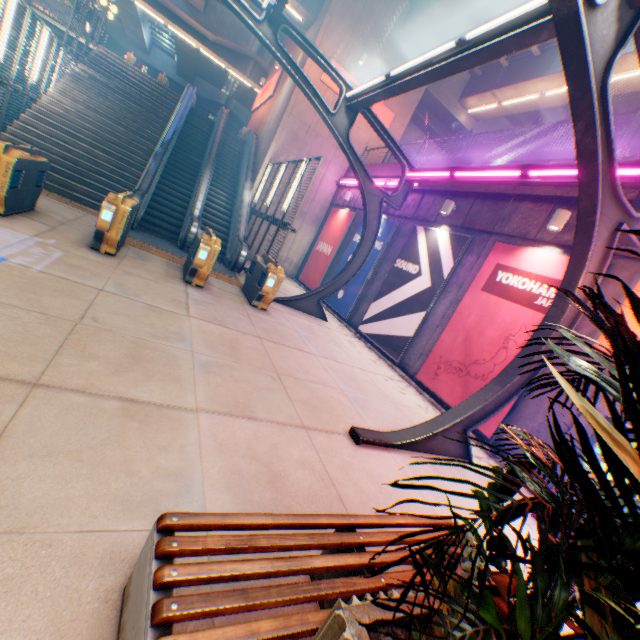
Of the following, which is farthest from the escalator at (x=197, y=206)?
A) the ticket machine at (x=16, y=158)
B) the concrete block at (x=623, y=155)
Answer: the concrete block at (x=623, y=155)

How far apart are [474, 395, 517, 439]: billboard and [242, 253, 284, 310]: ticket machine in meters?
4.6 m

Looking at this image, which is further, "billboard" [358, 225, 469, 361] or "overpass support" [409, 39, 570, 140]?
"overpass support" [409, 39, 570, 140]

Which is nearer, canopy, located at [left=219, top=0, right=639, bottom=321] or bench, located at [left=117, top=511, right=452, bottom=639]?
bench, located at [left=117, top=511, right=452, bottom=639]

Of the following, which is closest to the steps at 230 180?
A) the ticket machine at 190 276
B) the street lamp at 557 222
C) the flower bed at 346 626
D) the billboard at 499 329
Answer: the ticket machine at 190 276

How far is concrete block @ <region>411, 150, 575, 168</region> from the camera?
7.9m

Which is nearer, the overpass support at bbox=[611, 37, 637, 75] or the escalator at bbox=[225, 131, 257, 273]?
the overpass support at bbox=[611, 37, 637, 75]

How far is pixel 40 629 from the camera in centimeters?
161cm
